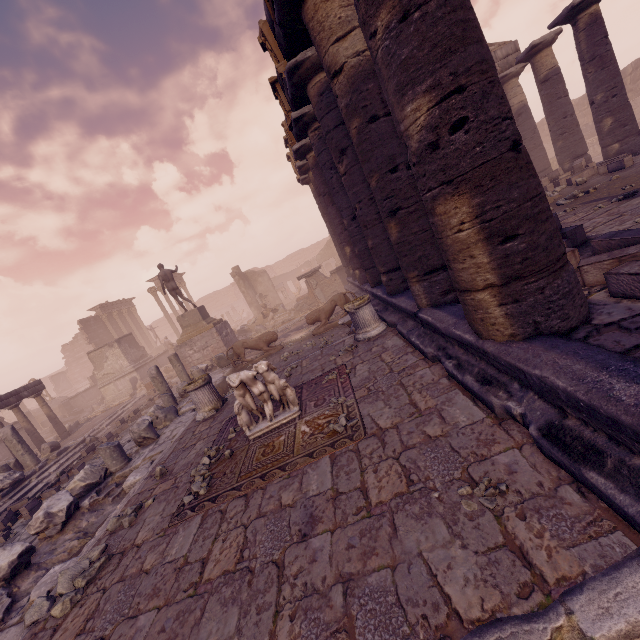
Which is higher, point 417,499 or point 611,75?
point 611,75

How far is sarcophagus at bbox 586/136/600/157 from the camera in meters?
22.2 m

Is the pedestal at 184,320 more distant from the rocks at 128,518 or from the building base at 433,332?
the rocks at 128,518

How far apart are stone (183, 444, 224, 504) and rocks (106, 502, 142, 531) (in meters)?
0.82

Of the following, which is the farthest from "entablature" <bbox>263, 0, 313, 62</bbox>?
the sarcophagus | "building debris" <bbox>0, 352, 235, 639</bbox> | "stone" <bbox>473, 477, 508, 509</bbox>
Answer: the sarcophagus

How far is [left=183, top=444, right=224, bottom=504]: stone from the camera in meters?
4.5 m

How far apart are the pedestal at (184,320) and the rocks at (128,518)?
11.5 meters

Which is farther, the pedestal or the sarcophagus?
the sarcophagus
